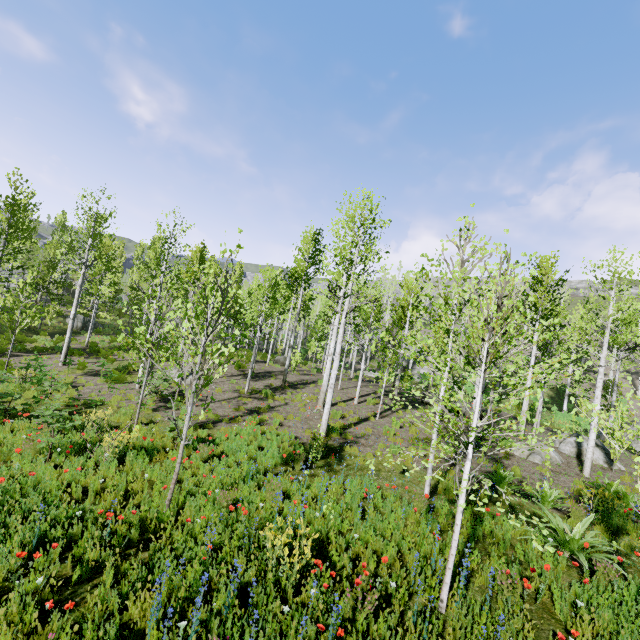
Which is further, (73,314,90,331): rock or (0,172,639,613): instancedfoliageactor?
(73,314,90,331): rock

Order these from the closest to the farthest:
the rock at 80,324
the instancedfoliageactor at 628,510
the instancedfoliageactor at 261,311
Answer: the instancedfoliageactor at 261,311 → the instancedfoliageactor at 628,510 → the rock at 80,324

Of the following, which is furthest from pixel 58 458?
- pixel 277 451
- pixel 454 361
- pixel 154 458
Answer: pixel 454 361

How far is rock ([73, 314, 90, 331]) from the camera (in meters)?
30.15

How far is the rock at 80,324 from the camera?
30.2m

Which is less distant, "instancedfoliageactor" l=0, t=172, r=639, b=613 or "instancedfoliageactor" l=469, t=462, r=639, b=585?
"instancedfoliageactor" l=0, t=172, r=639, b=613

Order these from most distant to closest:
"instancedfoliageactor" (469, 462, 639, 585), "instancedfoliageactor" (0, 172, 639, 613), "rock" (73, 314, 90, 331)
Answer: "rock" (73, 314, 90, 331)
"instancedfoliageactor" (469, 462, 639, 585)
"instancedfoliageactor" (0, 172, 639, 613)
